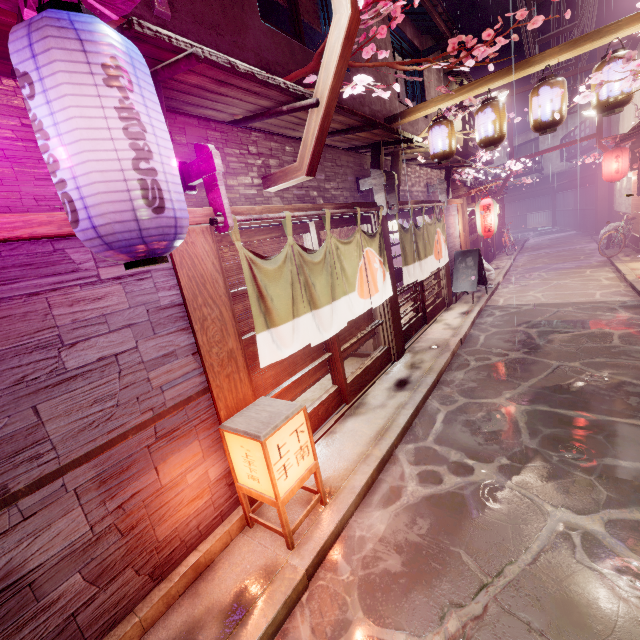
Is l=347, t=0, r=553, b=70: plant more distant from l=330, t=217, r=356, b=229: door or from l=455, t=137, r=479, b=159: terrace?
l=455, t=137, r=479, b=159: terrace

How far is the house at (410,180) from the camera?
13.3 meters

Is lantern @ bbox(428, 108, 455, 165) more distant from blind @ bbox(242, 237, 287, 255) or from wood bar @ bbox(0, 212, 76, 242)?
wood bar @ bbox(0, 212, 76, 242)

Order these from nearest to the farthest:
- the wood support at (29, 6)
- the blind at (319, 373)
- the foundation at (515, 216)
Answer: the wood support at (29, 6), the blind at (319, 373), the foundation at (515, 216)

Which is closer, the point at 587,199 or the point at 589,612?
the point at 589,612

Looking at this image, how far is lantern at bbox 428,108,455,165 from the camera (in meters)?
10.43

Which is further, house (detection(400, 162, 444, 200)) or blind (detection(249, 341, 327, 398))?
house (detection(400, 162, 444, 200))

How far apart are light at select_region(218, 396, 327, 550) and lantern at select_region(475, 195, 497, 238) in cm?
1689
